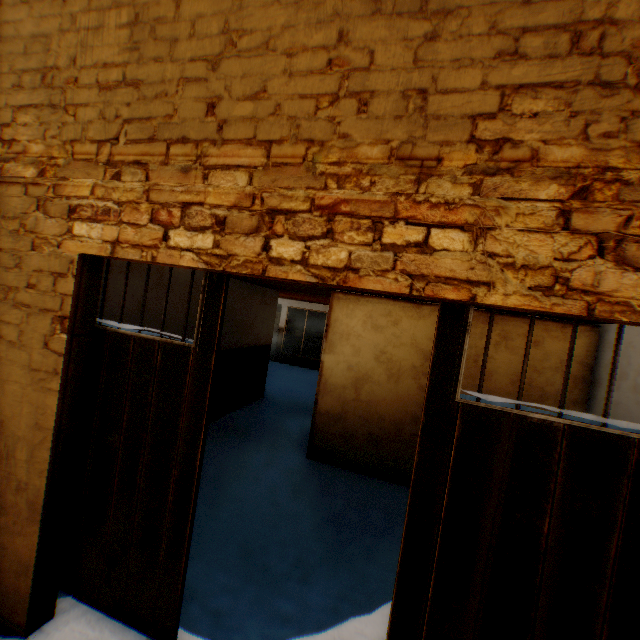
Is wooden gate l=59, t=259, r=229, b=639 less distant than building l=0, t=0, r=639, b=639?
No

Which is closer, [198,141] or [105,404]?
[198,141]

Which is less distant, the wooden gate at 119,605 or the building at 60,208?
the building at 60,208

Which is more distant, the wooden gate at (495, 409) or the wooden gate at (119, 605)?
the wooden gate at (119, 605)

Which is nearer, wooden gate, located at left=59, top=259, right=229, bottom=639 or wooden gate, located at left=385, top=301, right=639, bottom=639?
wooden gate, located at left=385, top=301, right=639, bottom=639
